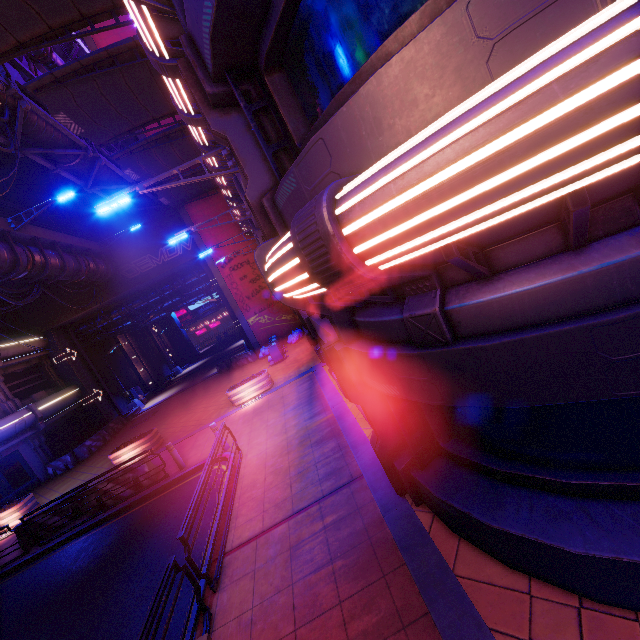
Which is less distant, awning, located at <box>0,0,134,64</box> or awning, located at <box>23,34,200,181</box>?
awning, located at <box>0,0,134,64</box>

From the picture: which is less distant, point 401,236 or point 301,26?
point 401,236

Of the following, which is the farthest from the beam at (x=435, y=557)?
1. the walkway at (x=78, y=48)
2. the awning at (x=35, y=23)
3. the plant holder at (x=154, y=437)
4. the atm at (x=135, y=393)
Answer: the atm at (x=135, y=393)

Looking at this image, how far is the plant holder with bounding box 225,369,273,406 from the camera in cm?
1546

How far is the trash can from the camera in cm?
2017

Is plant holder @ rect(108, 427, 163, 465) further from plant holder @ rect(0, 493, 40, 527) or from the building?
the building

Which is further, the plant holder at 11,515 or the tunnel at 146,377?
the tunnel at 146,377

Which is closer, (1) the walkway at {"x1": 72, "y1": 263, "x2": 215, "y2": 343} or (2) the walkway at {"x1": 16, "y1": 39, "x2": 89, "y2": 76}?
(2) the walkway at {"x1": 16, "y1": 39, "x2": 89, "y2": 76}
